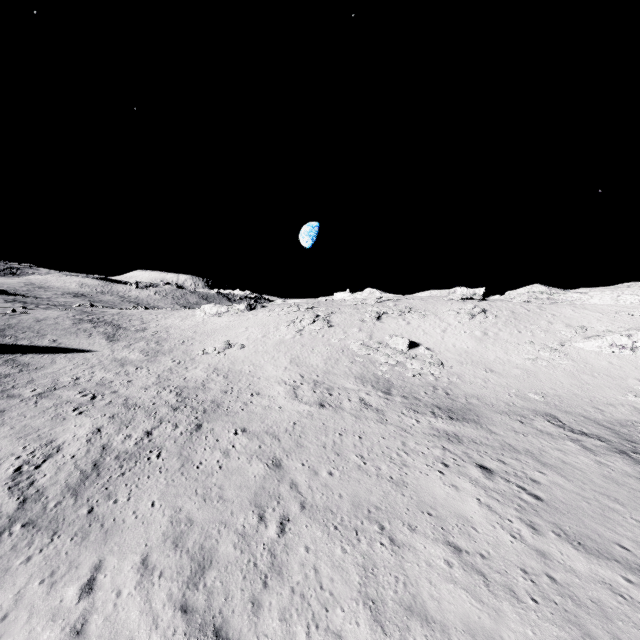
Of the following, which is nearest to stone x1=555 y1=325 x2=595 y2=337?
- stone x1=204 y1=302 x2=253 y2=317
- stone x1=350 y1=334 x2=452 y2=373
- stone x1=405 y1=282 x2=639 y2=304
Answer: stone x1=405 y1=282 x2=639 y2=304

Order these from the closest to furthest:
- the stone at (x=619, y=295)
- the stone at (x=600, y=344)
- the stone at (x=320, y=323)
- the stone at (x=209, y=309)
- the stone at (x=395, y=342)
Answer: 1. the stone at (x=600, y=344)
2. the stone at (x=395, y=342)
3. the stone at (x=320, y=323)
4. the stone at (x=619, y=295)
5. the stone at (x=209, y=309)

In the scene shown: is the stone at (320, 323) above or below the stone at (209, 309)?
above

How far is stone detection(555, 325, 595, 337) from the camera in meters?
35.1

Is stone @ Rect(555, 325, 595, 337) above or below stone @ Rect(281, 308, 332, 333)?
above

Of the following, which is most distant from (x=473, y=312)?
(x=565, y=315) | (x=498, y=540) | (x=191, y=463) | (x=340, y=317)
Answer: (x=191, y=463)

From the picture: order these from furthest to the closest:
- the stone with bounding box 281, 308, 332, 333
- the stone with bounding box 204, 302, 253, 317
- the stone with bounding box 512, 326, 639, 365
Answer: the stone with bounding box 204, 302, 253, 317, the stone with bounding box 281, 308, 332, 333, the stone with bounding box 512, 326, 639, 365

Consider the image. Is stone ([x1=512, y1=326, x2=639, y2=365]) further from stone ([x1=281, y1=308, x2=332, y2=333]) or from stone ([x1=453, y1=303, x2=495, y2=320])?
stone ([x1=281, y1=308, x2=332, y2=333])
